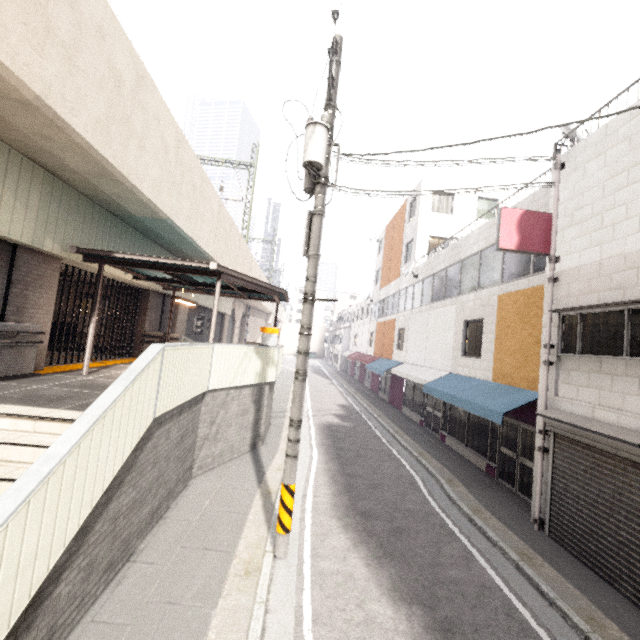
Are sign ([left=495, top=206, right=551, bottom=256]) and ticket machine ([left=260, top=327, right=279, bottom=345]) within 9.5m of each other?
yes

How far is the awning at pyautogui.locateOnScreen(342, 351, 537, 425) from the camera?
8.7 meters

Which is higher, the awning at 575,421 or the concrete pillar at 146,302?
the concrete pillar at 146,302

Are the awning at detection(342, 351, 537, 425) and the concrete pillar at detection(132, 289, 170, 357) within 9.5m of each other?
no

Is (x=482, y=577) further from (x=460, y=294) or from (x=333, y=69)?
(x=460, y=294)

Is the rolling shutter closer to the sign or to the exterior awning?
the sign

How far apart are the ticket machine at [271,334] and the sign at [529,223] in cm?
794

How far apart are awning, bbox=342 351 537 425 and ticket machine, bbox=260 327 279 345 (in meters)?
6.37
